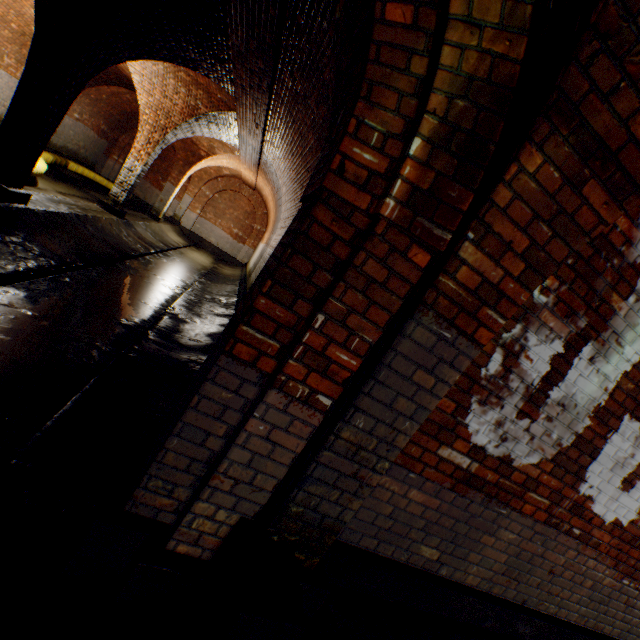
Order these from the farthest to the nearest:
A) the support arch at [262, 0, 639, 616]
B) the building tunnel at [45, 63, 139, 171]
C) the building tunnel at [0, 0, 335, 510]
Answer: the building tunnel at [45, 63, 139, 171] → the building tunnel at [0, 0, 335, 510] → the support arch at [262, 0, 639, 616]

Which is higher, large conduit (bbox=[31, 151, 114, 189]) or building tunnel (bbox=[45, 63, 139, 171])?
building tunnel (bbox=[45, 63, 139, 171])

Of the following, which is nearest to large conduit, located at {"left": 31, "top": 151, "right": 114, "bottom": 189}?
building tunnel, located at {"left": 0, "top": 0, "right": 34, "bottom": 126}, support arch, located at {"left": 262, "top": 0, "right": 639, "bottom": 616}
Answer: → building tunnel, located at {"left": 0, "top": 0, "right": 34, "bottom": 126}

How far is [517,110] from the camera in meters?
1.5

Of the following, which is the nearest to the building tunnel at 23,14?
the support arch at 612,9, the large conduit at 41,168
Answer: the large conduit at 41,168

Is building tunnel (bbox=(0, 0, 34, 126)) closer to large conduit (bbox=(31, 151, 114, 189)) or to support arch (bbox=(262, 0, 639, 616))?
large conduit (bbox=(31, 151, 114, 189))

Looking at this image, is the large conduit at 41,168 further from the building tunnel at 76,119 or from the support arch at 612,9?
the support arch at 612,9
